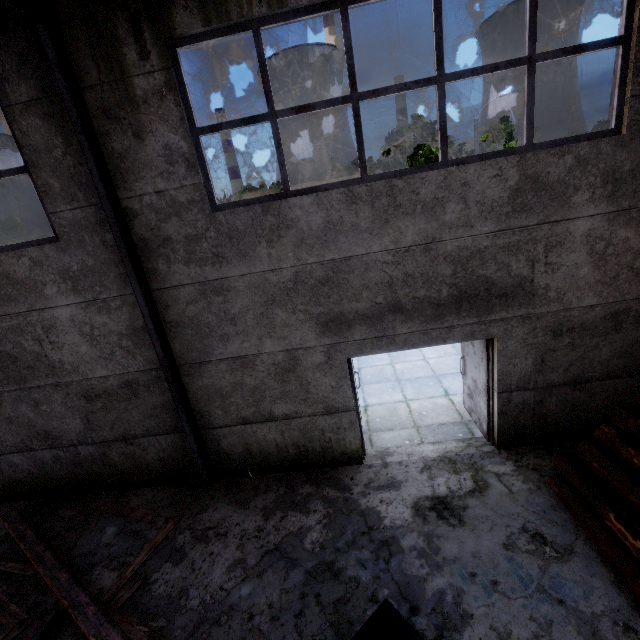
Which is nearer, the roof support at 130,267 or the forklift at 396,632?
the forklift at 396,632

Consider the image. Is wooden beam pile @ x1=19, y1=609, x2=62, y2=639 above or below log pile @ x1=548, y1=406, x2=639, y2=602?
below

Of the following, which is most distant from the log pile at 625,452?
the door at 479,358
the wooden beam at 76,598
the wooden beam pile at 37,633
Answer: the wooden beam pile at 37,633

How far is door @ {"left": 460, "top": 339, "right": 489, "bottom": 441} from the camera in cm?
557

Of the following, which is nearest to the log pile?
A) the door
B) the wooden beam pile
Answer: the door

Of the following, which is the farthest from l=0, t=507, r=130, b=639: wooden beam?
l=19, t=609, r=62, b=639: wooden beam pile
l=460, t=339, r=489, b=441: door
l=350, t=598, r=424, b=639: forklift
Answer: l=460, t=339, r=489, b=441: door

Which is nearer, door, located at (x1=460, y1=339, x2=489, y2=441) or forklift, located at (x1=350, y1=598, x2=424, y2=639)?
forklift, located at (x1=350, y1=598, x2=424, y2=639)

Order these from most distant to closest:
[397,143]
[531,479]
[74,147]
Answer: [397,143]
[531,479]
[74,147]
